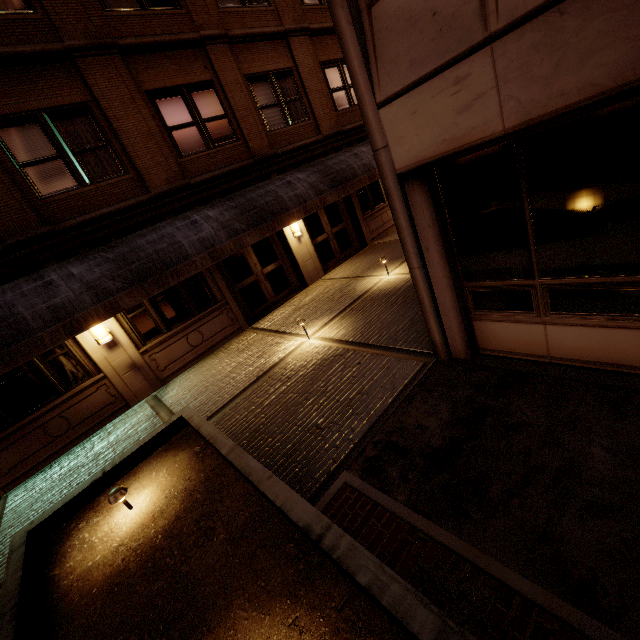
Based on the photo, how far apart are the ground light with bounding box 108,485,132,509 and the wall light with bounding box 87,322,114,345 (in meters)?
5.47

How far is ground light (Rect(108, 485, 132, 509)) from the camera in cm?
375

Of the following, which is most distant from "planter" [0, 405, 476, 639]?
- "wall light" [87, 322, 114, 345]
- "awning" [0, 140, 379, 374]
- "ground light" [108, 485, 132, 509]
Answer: "wall light" [87, 322, 114, 345]

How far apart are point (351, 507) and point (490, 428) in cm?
190

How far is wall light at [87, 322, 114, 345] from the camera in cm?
807

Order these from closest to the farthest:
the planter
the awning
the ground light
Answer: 1. the planter
2. the ground light
3. the awning

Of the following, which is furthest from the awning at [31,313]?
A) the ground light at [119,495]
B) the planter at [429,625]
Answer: the ground light at [119,495]

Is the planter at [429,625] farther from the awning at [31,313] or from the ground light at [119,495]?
the awning at [31,313]
